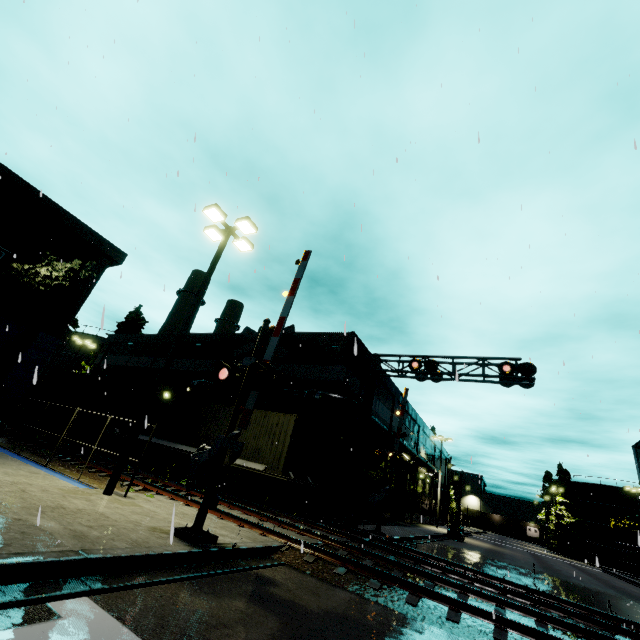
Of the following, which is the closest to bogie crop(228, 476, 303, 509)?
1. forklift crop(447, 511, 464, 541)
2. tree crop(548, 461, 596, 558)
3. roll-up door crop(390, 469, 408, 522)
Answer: roll-up door crop(390, 469, 408, 522)

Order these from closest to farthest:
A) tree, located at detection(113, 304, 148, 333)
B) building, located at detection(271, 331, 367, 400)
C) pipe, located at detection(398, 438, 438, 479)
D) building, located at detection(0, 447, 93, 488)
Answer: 1. building, located at detection(0, 447, 93, 488)
2. building, located at detection(271, 331, 367, 400)
3. pipe, located at detection(398, 438, 438, 479)
4. tree, located at detection(113, 304, 148, 333)

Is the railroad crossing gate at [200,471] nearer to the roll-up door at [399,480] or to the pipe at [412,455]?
the pipe at [412,455]

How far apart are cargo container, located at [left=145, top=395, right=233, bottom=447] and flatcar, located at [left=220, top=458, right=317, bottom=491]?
0.0m

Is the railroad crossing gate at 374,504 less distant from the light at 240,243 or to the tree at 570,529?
the light at 240,243

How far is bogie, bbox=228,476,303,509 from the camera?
13.78m

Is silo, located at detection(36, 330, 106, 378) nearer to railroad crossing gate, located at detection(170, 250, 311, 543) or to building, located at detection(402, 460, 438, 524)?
building, located at detection(402, 460, 438, 524)

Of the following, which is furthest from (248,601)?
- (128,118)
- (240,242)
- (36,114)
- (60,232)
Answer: (36,114)
